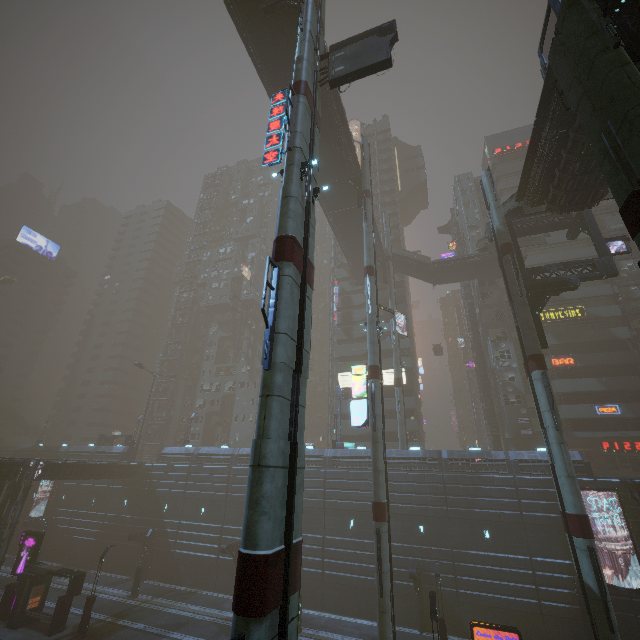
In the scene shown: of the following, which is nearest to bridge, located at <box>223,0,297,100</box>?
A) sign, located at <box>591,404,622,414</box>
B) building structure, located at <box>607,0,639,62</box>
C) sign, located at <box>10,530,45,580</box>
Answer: building structure, located at <box>607,0,639,62</box>

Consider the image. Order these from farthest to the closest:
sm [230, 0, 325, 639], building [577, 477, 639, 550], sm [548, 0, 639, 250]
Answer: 1. building [577, 477, 639, 550]
2. sm [548, 0, 639, 250]
3. sm [230, 0, 325, 639]

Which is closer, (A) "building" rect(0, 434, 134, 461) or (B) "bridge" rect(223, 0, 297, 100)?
(B) "bridge" rect(223, 0, 297, 100)

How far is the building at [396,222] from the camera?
57.62m

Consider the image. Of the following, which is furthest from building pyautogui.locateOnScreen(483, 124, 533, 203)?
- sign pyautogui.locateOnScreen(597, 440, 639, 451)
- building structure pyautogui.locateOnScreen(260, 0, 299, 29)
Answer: building structure pyautogui.locateOnScreen(260, 0, 299, 29)

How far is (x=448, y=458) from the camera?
31.5 meters

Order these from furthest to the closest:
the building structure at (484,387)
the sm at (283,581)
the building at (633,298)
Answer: the building at (633,298) < the building structure at (484,387) < the sm at (283,581)

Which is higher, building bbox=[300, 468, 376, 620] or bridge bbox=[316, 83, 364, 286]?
bridge bbox=[316, 83, 364, 286]
